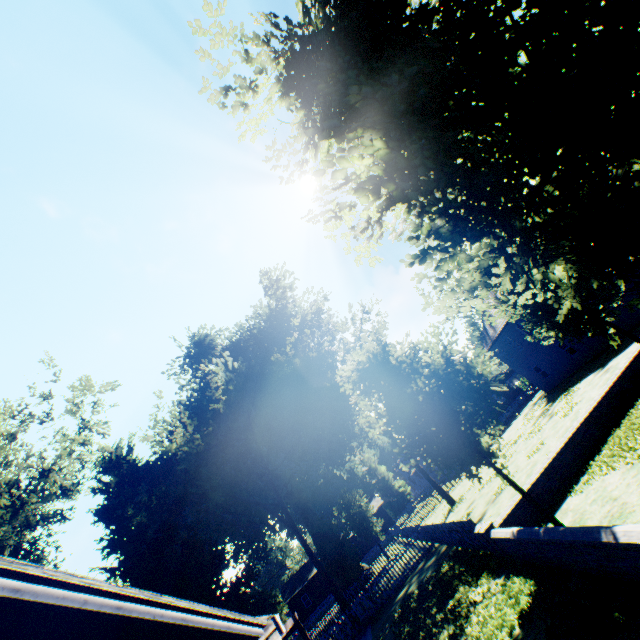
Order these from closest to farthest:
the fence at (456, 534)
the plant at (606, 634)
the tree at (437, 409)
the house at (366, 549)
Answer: the plant at (606, 634), the tree at (437, 409), the fence at (456, 534), the house at (366, 549)

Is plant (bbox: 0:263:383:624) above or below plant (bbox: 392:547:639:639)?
above

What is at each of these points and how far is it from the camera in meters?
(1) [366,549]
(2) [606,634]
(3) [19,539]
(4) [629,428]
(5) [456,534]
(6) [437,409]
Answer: (1) house, 51.1 m
(2) plant, 4.9 m
(3) plant, 22.8 m
(4) plant, 9.9 m
(5) fence, 14.0 m
(6) tree, 9.7 m

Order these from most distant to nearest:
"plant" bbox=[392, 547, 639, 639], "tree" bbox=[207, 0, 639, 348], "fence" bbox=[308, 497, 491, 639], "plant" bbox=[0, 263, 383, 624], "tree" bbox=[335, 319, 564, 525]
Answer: "plant" bbox=[0, 263, 383, 624] → "fence" bbox=[308, 497, 491, 639] → "tree" bbox=[335, 319, 564, 525] → "plant" bbox=[392, 547, 639, 639] → "tree" bbox=[207, 0, 639, 348]

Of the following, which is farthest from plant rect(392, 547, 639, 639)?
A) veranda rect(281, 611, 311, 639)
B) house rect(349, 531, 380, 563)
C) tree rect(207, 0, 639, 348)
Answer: veranda rect(281, 611, 311, 639)

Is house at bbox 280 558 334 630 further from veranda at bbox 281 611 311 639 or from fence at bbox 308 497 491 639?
veranda at bbox 281 611 311 639

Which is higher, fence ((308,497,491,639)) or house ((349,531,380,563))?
house ((349,531,380,563))

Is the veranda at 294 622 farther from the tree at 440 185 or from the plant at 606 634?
the plant at 606 634
